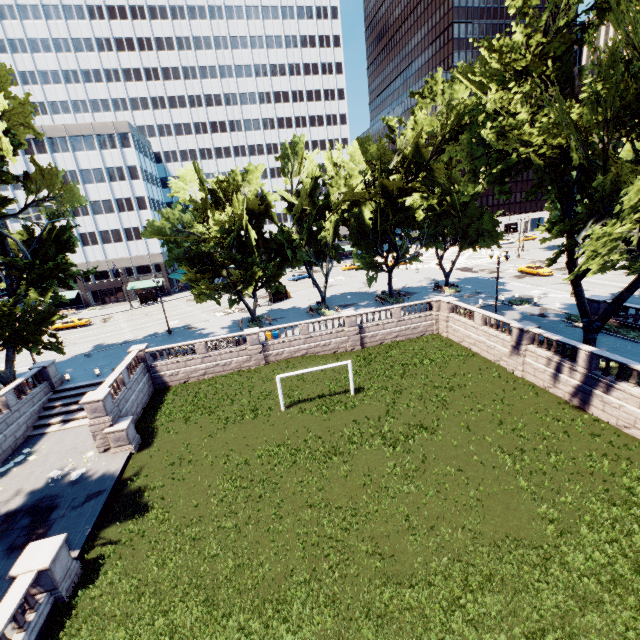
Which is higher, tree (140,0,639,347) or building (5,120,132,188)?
building (5,120,132,188)

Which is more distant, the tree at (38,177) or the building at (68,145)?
the building at (68,145)

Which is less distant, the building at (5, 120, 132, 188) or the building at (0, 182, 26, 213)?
the building at (5, 120, 132, 188)

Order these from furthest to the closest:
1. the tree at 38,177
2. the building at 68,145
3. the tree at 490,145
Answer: the building at 68,145, the tree at 38,177, the tree at 490,145

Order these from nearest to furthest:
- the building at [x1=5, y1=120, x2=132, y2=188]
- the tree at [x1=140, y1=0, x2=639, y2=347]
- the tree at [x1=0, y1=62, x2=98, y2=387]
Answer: the tree at [x1=140, y1=0, x2=639, y2=347], the tree at [x1=0, y1=62, x2=98, y2=387], the building at [x1=5, y1=120, x2=132, y2=188]

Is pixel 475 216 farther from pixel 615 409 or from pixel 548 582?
pixel 548 582

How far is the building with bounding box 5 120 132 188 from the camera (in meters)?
56.91

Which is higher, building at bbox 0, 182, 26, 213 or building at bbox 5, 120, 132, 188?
building at bbox 5, 120, 132, 188
